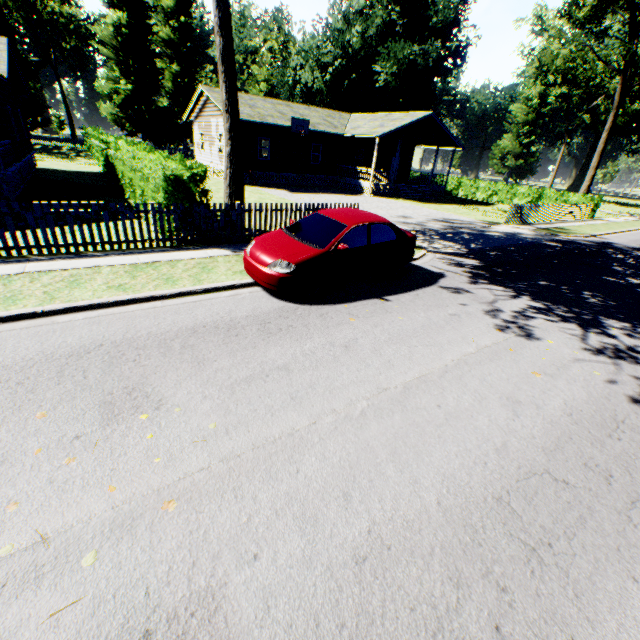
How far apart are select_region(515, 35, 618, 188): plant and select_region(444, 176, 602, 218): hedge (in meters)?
25.65

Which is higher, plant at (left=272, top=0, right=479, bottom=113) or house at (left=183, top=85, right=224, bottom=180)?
plant at (left=272, top=0, right=479, bottom=113)

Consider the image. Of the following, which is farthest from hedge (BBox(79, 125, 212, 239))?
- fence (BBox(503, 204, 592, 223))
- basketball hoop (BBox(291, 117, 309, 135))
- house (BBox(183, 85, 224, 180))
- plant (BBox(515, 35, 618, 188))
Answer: plant (BBox(515, 35, 618, 188))

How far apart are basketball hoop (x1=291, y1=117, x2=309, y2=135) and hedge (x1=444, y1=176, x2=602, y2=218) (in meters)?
18.96

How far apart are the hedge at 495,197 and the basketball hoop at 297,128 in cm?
1896

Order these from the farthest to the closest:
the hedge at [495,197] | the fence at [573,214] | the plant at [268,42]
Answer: the plant at [268,42], the hedge at [495,197], the fence at [573,214]

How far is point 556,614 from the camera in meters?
2.5

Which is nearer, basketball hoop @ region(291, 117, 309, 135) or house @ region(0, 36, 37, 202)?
house @ region(0, 36, 37, 202)
